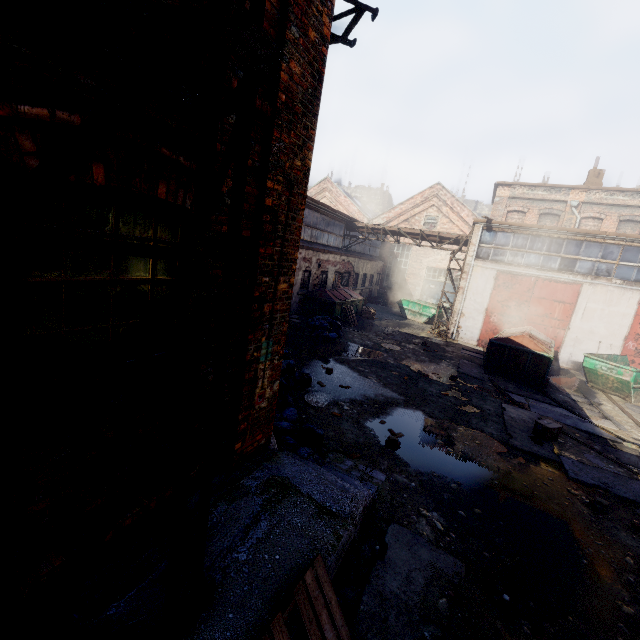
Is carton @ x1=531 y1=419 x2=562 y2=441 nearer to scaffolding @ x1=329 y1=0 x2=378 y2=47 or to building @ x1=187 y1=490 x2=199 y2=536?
building @ x1=187 y1=490 x2=199 y2=536

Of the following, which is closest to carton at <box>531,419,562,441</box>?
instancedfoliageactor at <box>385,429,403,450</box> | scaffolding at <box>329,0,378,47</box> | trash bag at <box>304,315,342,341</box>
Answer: instancedfoliageactor at <box>385,429,403,450</box>

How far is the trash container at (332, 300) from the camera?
16.8m

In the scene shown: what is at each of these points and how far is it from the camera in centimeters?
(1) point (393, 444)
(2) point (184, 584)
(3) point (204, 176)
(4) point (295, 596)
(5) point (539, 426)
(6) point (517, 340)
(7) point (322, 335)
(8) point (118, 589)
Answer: (1) instancedfoliageactor, 662cm
(2) building, 257cm
(3) scaffolding, 154cm
(4) pallet, 249cm
(5) carton, 802cm
(6) trash container, 1280cm
(7) trash bag, 1394cm
(8) building, 244cm

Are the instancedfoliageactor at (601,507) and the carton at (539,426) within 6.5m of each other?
yes

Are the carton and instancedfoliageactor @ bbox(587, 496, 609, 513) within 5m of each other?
yes

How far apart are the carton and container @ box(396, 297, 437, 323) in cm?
1395

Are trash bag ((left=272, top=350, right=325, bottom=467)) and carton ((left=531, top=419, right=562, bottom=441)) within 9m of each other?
yes
